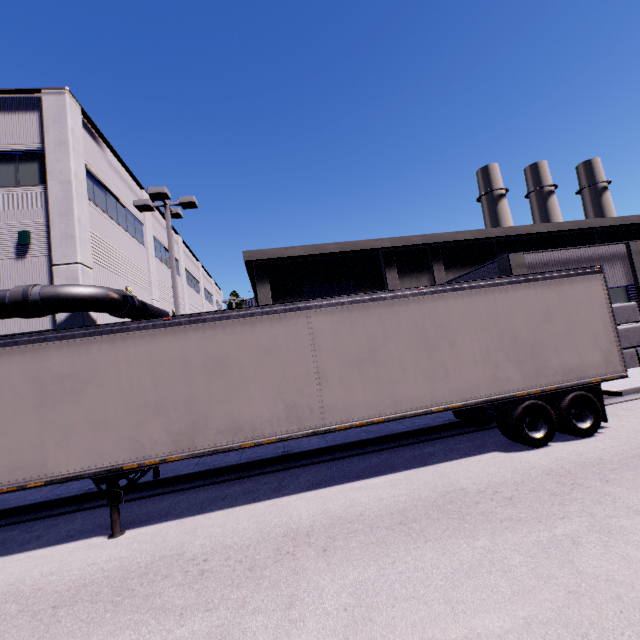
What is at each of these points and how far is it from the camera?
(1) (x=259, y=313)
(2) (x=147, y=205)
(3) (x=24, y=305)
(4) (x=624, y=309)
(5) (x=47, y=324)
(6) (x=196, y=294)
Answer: (1) semi trailer, 6.8 meters
(2) light, 13.4 meters
(3) pipe, 10.9 meters
(4) concrete block, 15.4 meters
(5) building, 12.4 meters
(6) building, 34.2 meters

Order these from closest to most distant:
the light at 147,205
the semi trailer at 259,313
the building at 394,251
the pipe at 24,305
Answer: the semi trailer at 259,313 → the pipe at 24,305 → the light at 147,205 → the building at 394,251

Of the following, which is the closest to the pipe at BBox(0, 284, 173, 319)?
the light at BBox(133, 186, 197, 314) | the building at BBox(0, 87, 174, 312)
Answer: the building at BBox(0, 87, 174, 312)

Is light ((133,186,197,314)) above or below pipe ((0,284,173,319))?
above

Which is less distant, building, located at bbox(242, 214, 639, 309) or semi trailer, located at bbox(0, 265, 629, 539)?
semi trailer, located at bbox(0, 265, 629, 539)

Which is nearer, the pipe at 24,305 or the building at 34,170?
the pipe at 24,305

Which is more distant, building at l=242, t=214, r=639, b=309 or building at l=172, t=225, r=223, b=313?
building at l=172, t=225, r=223, b=313

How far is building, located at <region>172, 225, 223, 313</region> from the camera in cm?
2834
